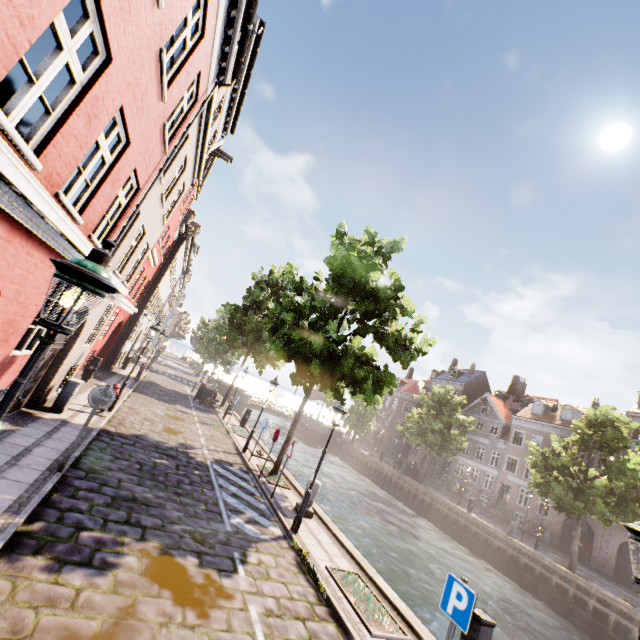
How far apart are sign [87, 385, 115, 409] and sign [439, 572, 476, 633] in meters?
7.4 m

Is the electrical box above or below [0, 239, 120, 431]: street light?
below

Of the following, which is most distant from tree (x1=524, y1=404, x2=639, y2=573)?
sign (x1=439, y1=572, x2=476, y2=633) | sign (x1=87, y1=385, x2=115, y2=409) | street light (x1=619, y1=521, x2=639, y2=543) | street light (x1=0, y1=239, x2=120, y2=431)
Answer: sign (x1=87, y1=385, x2=115, y2=409)

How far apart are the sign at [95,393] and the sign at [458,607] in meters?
7.4

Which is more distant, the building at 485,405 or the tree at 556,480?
the building at 485,405

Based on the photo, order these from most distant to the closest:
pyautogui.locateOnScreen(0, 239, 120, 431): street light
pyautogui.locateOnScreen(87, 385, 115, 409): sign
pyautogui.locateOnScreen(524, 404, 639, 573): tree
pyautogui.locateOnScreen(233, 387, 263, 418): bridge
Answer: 1. pyautogui.locateOnScreen(233, 387, 263, 418): bridge
2. pyautogui.locateOnScreen(524, 404, 639, 573): tree
3. pyautogui.locateOnScreen(87, 385, 115, 409): sign
4. pyautogui.locateOnScreen(0, 239, 120, 431): street light

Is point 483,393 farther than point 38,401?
Yes

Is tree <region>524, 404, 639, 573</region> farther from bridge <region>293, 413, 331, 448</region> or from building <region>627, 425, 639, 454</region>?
building <region>627, 425, 639, 454</region>
